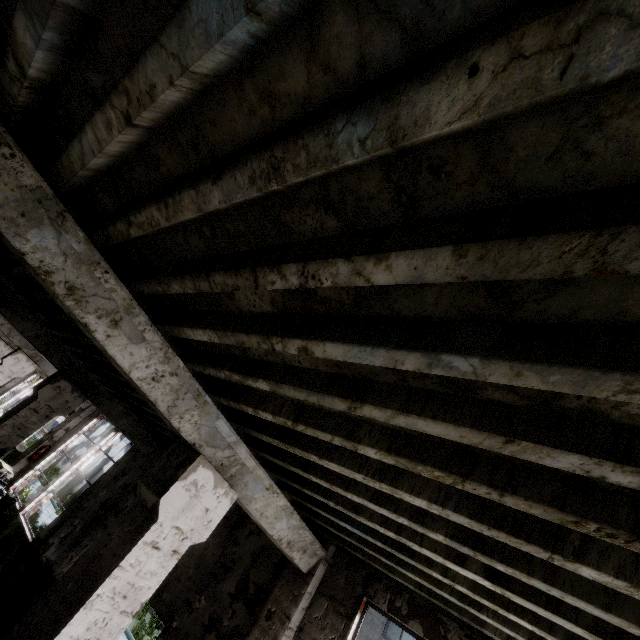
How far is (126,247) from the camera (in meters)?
3.06
